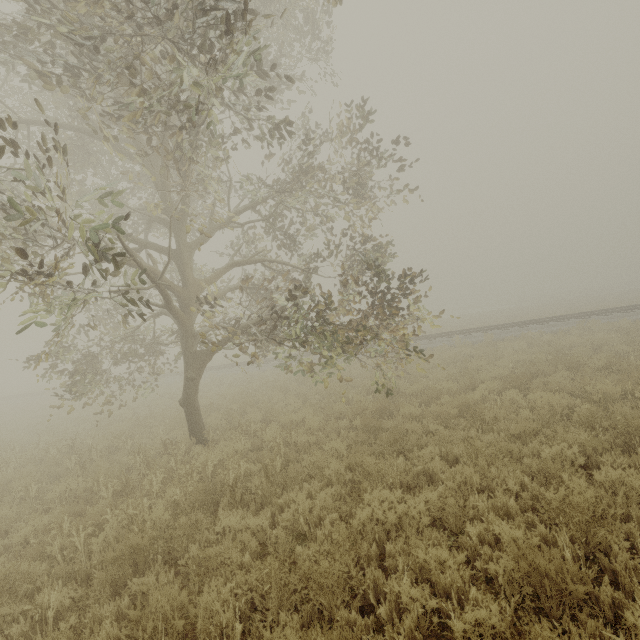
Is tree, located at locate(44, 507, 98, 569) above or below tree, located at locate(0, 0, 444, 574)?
below

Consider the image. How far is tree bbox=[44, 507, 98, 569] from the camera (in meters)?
4.93

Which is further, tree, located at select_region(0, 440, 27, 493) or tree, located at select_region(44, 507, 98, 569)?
tree, located at select_region(0, 440, 27, 493)

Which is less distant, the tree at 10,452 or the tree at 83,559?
the tree at 83,559

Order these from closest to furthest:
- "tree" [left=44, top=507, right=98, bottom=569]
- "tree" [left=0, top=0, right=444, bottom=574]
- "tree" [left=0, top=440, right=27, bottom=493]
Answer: "tree" [left=0, top=0, right=444, bottom=574]
"tree" [left=44, top=507, right=98, bottom=569]
"tree" [left=0, top=440, right=27, bottom=493]

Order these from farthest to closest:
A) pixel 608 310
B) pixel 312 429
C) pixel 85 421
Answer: pixel 608 310, pixel 85 421, pixel 312 429
